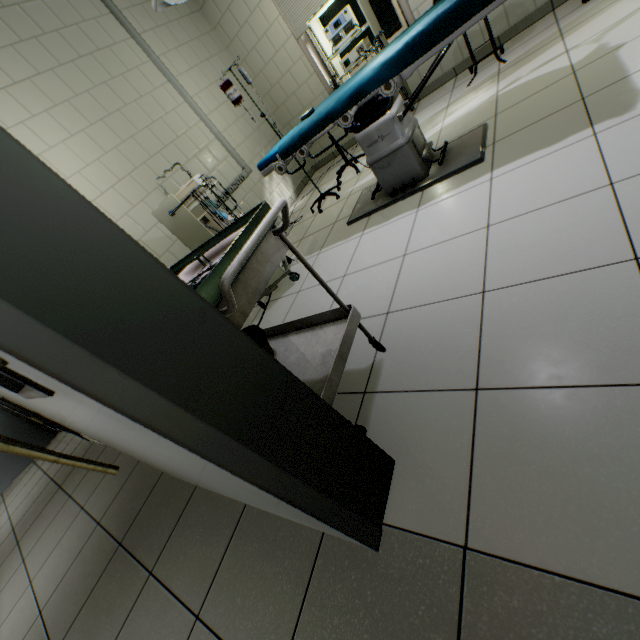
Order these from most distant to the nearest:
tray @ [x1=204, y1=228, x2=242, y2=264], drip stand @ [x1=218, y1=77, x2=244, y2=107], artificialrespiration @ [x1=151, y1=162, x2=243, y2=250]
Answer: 1. drip stand @ [x1=218, y1=77, x2=244, y2=107]
2. artificialrespiration @ [x1=151, y1=162, x2=243, y2=250]
3. tray @ [x1=204, y1=228, x2=242, y2=264]

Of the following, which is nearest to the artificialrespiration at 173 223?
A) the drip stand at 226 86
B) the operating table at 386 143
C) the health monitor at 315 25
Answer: the operating table at 386 143

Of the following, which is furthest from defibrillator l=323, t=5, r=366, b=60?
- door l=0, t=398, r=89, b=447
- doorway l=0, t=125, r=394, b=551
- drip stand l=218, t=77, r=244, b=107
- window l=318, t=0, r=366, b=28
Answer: door l=0, t=398, r=89, b=447

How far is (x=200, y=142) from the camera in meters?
4.0 m

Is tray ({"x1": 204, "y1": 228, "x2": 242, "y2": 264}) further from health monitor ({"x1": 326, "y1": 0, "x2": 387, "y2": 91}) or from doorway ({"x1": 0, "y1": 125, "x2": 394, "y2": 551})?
health monitor ({"x1": 326, "y1": 0, "x2": 387, "y2": 91})

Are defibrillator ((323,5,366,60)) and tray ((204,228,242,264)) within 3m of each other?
no

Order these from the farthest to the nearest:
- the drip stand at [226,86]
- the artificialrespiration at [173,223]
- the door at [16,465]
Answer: the door at [16,465], the drip stand at [226,86], the artificialrespiration at [173,223]

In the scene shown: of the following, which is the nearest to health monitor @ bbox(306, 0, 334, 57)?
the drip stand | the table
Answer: the drip stand
